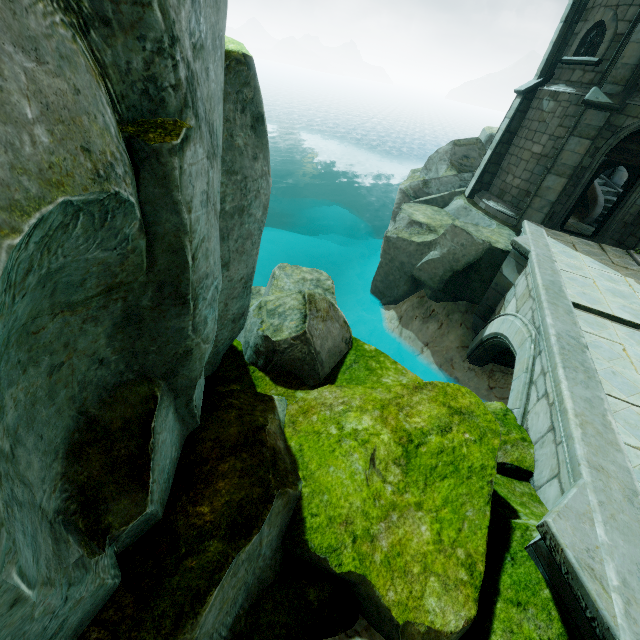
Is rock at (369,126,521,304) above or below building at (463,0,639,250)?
below

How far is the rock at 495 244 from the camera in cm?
1168

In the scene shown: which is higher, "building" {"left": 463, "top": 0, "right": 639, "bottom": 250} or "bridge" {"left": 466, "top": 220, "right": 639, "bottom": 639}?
"building" {"left": 463, "top": 0, "right": 639, "bottom": 250}

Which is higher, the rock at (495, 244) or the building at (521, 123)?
the building at (521, 123)

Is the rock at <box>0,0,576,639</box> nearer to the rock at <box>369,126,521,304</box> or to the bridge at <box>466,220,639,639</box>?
the bridge at <box>466,220,639,639</box>

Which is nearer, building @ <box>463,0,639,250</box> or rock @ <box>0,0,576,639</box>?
rock @ <box>0,0,576,639</box>

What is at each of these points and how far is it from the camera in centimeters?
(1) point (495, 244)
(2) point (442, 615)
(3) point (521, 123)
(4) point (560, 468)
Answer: (1) rock, 1116cm
(2) rock, 314cm
(3) building, 1287cm
(4) bridge, 451cm
